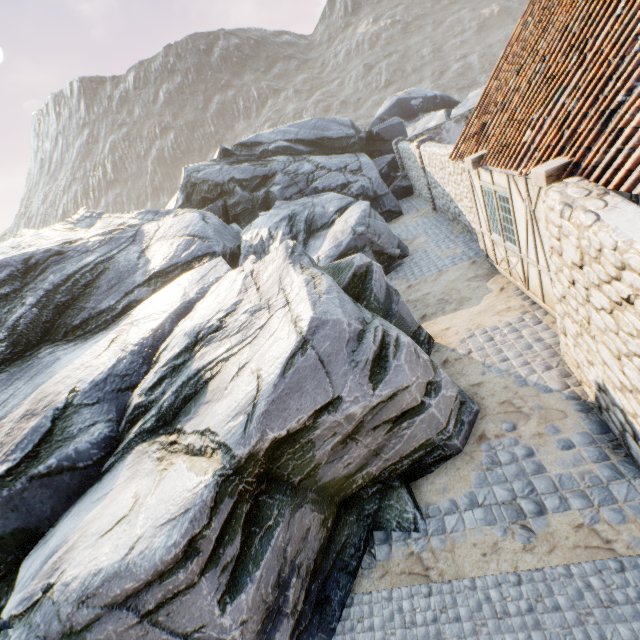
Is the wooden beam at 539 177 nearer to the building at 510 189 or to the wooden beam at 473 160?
the building at 510 189

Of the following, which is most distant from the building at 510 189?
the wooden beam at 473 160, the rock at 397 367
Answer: the rock at 397 367

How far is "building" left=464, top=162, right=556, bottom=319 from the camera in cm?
587

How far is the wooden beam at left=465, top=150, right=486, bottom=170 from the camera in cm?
707

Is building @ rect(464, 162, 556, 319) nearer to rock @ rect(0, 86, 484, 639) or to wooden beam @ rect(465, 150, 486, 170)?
wooden beam @ rect(465, 150, 486, 170)

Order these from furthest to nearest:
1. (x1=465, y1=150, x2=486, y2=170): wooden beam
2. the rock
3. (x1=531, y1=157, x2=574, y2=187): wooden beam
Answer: (x1=465, y1=150, x2=486, y2=170): wooden beam < (x1=531, y1=157, x2=574, y2=187): wooden beam < the rock

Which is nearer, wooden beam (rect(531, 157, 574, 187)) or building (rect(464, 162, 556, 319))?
wooden beam (rect(531, 157, 574, 187))

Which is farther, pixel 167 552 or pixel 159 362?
pixel 159 362
